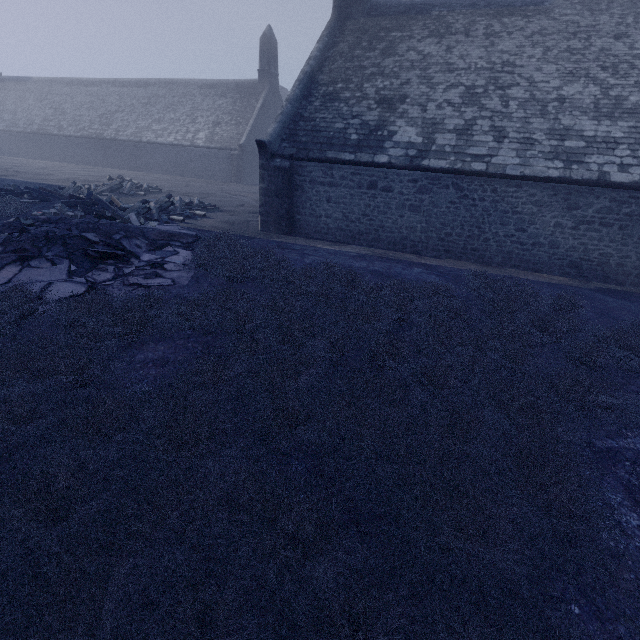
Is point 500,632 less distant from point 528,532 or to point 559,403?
point 528,532
